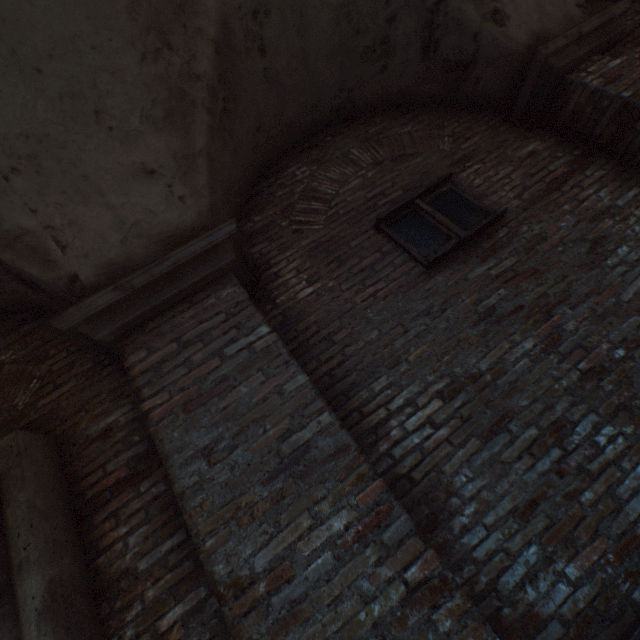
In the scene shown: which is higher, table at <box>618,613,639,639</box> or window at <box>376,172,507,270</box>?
window at <box>376,172,507,270</box>

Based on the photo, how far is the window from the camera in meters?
3.0

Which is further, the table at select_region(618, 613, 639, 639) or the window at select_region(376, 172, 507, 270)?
the window at select_region(376, 172, 507, 270)

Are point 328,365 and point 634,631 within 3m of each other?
yes

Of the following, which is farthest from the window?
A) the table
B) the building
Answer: the building

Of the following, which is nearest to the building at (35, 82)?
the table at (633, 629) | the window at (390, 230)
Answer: the table at (633, 629)

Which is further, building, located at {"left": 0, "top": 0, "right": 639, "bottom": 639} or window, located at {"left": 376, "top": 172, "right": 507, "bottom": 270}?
window, located at {"left": 376, "top": 172, "right": 507, "bottom": 270}

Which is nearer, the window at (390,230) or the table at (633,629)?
the table at (633,629)
